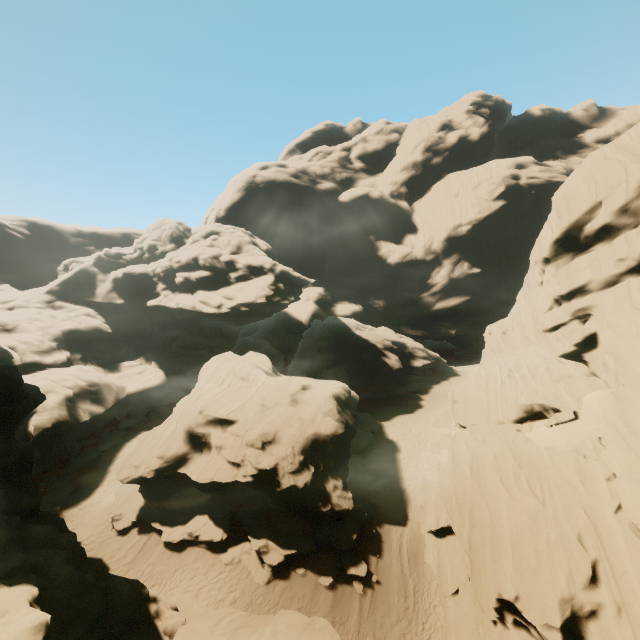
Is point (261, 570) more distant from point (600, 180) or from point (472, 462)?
point (600, 180)

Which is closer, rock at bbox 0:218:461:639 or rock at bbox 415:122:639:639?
rock at bbox 0:218:461:639

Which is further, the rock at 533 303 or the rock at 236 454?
the rock at 533 303
